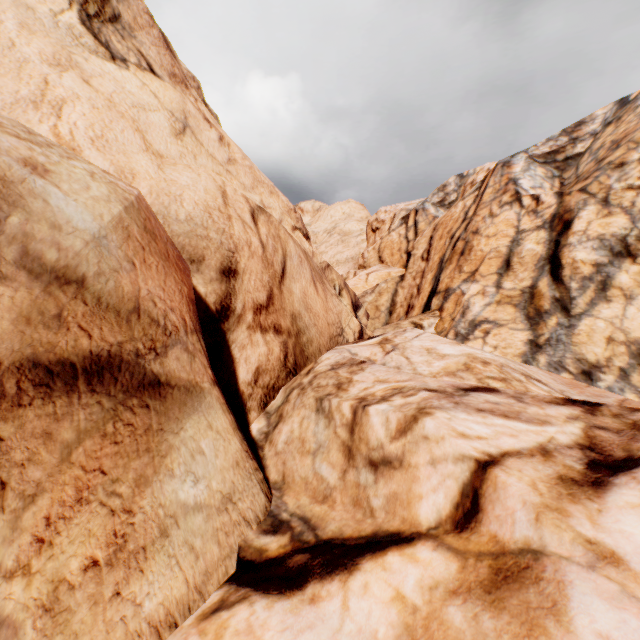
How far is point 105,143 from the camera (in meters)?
5.52
